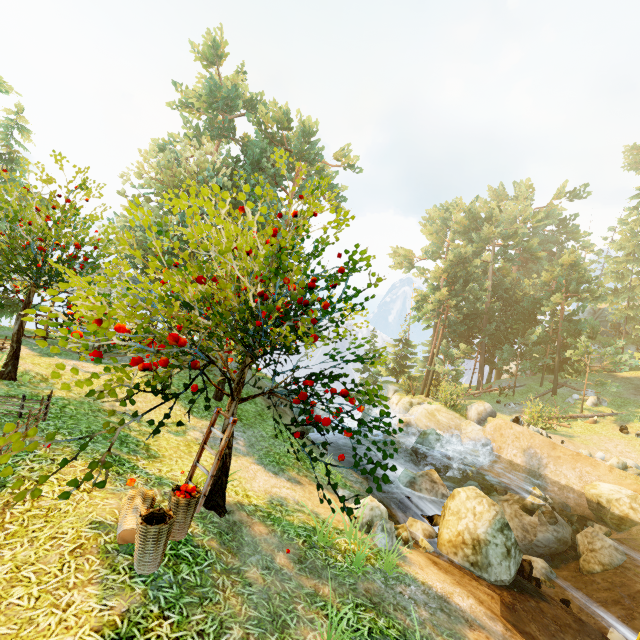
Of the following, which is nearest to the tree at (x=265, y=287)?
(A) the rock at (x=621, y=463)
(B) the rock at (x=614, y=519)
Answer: (A) the rock at (x=621, y=463)

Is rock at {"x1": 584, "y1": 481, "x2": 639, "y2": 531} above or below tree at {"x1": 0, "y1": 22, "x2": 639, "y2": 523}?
below

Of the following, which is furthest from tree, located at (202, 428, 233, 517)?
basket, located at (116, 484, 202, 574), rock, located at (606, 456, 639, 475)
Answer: rock, located at (606, 456, 639, 475)

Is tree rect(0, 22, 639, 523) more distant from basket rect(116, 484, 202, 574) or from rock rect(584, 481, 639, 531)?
rock rect(584, 481, 639, 531)

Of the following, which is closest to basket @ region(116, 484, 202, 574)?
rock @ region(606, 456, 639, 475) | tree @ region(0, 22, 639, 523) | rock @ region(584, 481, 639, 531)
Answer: tree @ region(0, 22, 639, 523)

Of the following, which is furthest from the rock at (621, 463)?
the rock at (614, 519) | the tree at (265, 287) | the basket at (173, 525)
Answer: the basket at (173, 525)

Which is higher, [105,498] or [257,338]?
[257,338]

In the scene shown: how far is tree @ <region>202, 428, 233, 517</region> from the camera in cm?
611
